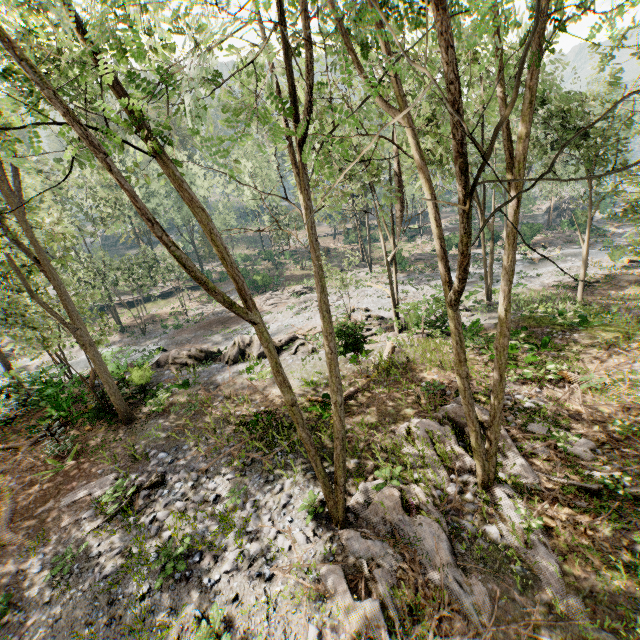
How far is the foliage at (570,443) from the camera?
9.7m

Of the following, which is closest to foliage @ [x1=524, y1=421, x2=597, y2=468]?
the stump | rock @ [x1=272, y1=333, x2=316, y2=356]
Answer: rock @ [x1=272, y1=333, x2=316, y2=356]

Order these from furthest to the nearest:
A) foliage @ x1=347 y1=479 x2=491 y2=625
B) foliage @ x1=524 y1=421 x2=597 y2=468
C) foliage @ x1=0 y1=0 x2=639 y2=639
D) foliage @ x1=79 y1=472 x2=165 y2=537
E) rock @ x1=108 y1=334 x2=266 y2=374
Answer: rock @ x1=108 y1=334 x2=266 y2=374 < foliage @ x1=79 y1=472 x2=165 y2=537 < foliage @ x1=524 y1=421 x2=597 y2=468 < foliage @ x1=347 y1=479 x2=491 y2=625 < foliage @ x1=0 y1=0 x2=639 y2=639

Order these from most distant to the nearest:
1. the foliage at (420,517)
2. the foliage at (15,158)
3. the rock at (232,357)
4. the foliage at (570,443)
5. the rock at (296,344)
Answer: the rock at (296,344) < the rock at (232,357) < the foliage at (570,443) < the foliage at (420,517) < the foliage at (15,158)

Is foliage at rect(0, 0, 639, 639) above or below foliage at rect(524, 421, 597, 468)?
above

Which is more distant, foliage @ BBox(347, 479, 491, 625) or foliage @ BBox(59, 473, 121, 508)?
foliage @ BBox(59, 473, 121, 508)

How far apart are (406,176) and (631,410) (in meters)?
18.31
